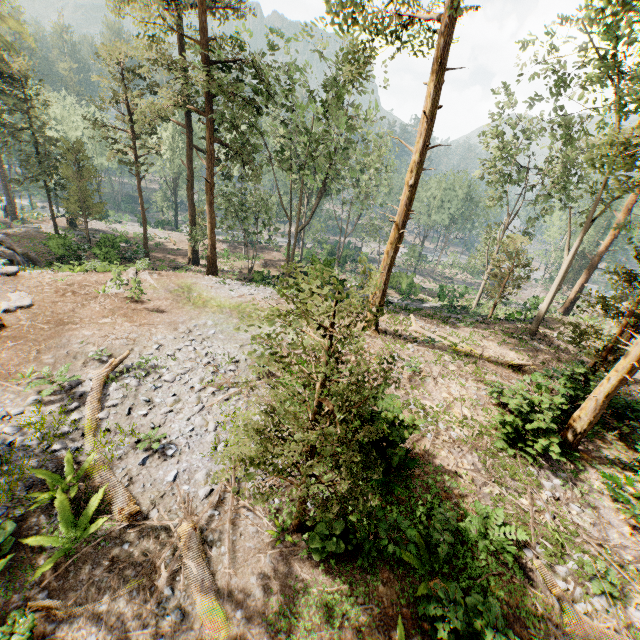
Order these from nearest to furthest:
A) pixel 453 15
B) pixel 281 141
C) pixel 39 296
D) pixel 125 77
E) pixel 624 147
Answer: pixel 624 147
pixel 453 15
pixel 39 296
pixel 125 77
pixel 281 141

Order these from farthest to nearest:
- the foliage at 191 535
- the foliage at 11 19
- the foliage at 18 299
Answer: the foliage at 11 19, the foliage at 18 299, the foliage at 191 535

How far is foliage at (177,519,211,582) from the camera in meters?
6.8

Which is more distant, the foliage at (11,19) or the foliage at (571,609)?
the foliage at (11,19)

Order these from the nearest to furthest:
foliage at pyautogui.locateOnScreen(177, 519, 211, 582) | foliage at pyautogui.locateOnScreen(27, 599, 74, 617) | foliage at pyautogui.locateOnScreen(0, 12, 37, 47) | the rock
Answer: foliage at pyautogui.locateOnScreen(27, 599, 74, 617), foliage at pyautogui.locateOnScreen(177, 519, 211, 582), the rock, foliage at pyautogui.locateOnScreen(0, 12, 37, 47)
